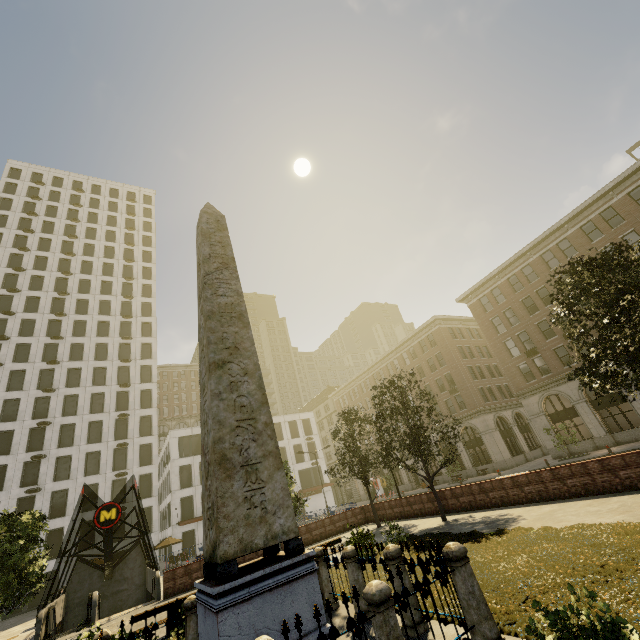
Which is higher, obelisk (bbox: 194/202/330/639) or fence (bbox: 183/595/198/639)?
obelisk (bbox: 194/202/330/639)

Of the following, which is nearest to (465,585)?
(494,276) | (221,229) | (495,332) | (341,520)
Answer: (221,229)

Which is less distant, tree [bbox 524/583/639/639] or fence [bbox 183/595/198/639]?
tree [bbox 524/583/639/639]

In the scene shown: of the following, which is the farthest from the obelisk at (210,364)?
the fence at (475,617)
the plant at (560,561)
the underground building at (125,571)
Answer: the underground building at (125,571)

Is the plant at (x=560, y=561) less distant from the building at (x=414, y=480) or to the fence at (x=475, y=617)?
the fence at (x=475, y=617)

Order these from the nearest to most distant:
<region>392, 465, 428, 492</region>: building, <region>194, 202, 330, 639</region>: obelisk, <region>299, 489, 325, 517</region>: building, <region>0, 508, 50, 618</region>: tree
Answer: <region>194, 202, 330, 639</region>: obelisk, <region>0, 508, 50, 618</region>: tree, <region>392, 465, 428, 492</region>: building, <region>299, 489, 325, 517</region>: building

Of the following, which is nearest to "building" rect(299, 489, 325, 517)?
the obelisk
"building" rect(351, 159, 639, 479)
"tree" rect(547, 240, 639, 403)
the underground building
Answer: the underground building

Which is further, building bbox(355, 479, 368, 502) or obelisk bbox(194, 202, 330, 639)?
building bbox(355, 479, 368, 502)
